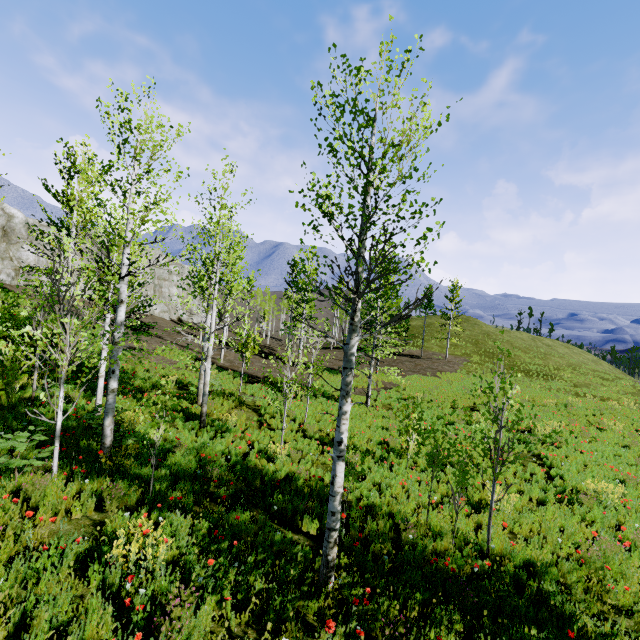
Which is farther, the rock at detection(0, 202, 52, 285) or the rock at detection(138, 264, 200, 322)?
the rock at detection(138, 264, 200, 322)

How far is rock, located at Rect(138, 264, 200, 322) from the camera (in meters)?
44.00

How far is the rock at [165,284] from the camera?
44.0m

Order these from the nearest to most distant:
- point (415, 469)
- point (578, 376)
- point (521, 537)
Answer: point (521, 537)
point (415, 469)
point (578, 376)

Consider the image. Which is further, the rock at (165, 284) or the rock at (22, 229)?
the rock at (165, 284)
